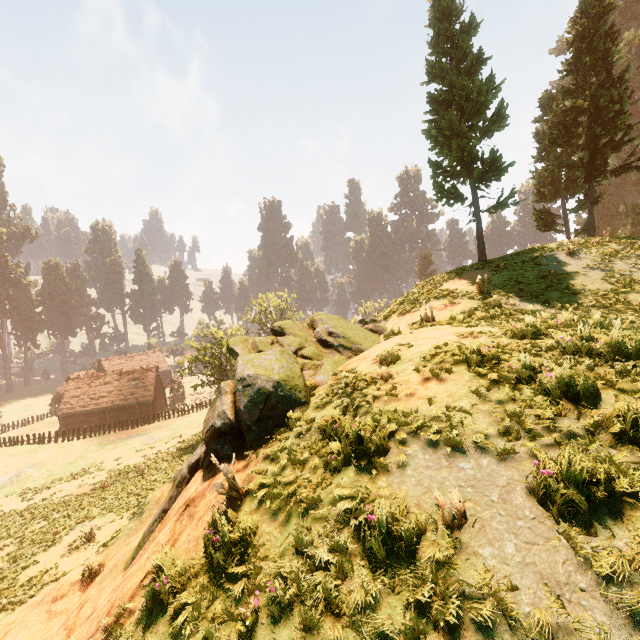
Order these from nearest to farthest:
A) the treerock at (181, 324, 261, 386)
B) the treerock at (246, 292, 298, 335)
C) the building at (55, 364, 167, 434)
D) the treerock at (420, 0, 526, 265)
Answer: the treerock at (420, 0, 526, 265)
the treerock at (181, 324, 261, 386)
the building at (55, 364, 167, 434)
the treerock at (246, 292, 298, 335)

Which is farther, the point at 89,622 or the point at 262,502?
the point at 89,622

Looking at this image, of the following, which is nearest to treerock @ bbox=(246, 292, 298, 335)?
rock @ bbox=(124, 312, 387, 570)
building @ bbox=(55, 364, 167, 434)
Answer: building @ bbox=(55, 364, 167, 434)

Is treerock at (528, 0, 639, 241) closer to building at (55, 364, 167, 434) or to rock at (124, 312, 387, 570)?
building at (55, 364, 167, 434)

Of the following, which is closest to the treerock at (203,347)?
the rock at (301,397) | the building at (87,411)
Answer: the building at (87,411)

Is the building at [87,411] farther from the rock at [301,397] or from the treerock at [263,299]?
the rock at [301,397]
